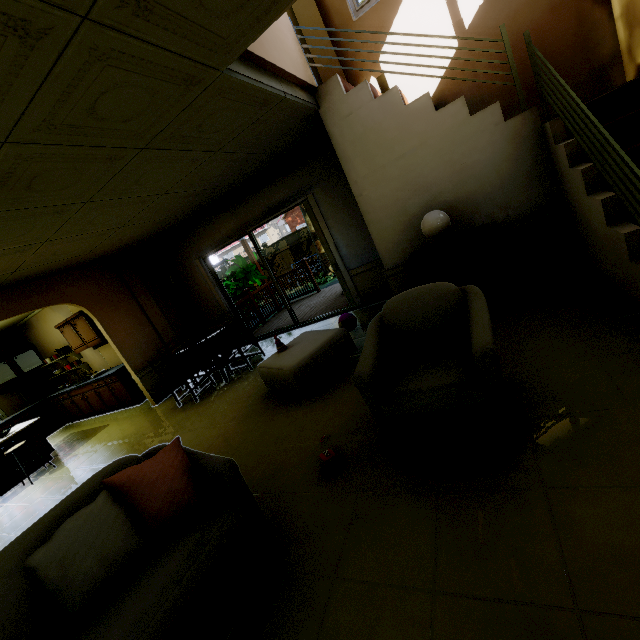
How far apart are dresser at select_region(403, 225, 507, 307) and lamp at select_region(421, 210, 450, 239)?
0.13m

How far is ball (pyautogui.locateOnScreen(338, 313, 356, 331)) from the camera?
4.7m

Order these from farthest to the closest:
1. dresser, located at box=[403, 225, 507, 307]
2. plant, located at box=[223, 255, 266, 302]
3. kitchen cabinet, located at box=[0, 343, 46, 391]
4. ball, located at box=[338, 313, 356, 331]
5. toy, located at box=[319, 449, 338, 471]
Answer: plant, located at box=[223, 255, 266, 302]
kitchen cabinet, located at box=[0, 343, 46, 391]
ball, located at box=[338, 313, 356, 331]
dresser, located at box=[403, 225, 507, 307]
toy, located at box=[319, 449, 338, 471]

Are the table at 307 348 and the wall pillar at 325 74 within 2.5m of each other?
no

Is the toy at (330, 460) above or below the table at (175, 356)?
below

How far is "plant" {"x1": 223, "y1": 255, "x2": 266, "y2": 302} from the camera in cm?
887

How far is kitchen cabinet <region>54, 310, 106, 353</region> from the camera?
6.51m

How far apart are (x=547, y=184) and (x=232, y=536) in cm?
417
